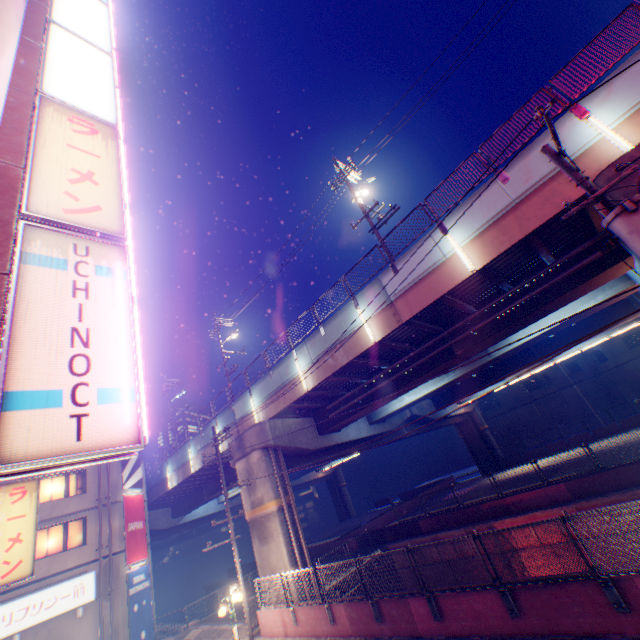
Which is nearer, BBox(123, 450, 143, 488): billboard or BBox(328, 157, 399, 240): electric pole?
BBox(328, 157, 399, 240): electric pole

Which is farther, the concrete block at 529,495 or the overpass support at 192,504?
the overpass support at 192,504

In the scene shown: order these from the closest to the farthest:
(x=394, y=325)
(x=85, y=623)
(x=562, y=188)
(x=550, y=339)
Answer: (x=562, y=188)
(x=394, y=325)
(x=85, y=623)
(x=550, y=339)

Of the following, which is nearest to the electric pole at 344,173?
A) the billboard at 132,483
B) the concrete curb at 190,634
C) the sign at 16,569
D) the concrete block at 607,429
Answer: the concrete curb at 190,634

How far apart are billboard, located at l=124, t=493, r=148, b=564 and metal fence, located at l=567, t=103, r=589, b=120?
31.6m

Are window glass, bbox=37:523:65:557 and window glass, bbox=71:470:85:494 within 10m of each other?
yes

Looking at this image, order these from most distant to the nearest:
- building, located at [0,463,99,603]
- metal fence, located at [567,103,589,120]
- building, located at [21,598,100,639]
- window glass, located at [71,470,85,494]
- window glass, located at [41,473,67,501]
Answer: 1. window glass, located at [71,470,85,494]
2. window glass, located at [41,473,67,501]
3. building, located at [0,463,99,603]
4. building, located at [21,598,100,639]
5. metal fence, located at [567,103,589,120]

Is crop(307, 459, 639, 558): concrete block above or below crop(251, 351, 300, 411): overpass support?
below
